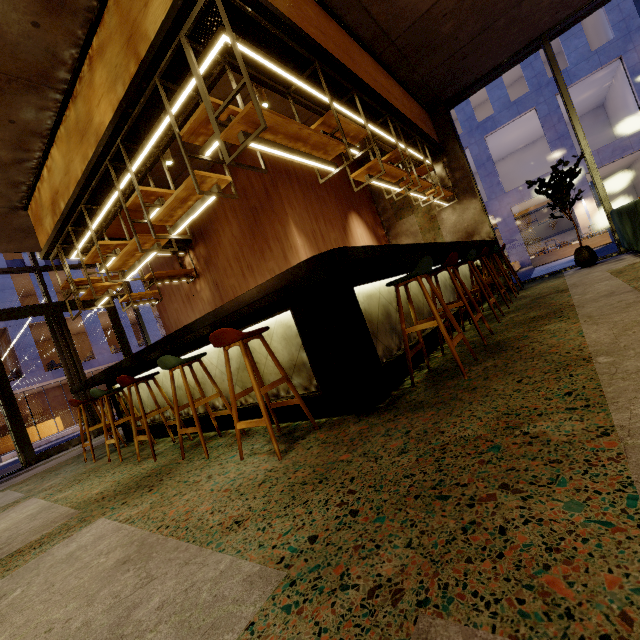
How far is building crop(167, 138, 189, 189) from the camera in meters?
5.7 m

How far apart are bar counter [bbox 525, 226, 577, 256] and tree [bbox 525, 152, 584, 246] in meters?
23.3

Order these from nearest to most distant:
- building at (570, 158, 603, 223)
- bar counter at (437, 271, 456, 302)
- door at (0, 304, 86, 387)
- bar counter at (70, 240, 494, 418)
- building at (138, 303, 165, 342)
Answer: bar counter at (70, 240, 494, 418), bar counter at (437, 271, 456, 302), door at (0, 304, 86, 387), building at (570, 158, 603, 223), building at (138, 303, 165, 342)

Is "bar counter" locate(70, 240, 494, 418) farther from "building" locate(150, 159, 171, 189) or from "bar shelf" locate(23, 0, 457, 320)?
"bar shelf" locate(23, 0, 457, 320)

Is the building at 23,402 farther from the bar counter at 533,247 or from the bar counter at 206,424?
the bar counter at 533,247

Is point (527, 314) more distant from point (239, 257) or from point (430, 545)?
point (239, 257)

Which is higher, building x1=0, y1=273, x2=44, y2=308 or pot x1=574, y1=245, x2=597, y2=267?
building x1=0, y1=273, x2=44, y2=308

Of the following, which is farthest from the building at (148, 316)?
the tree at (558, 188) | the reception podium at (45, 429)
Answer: the tree at (558, 188)
